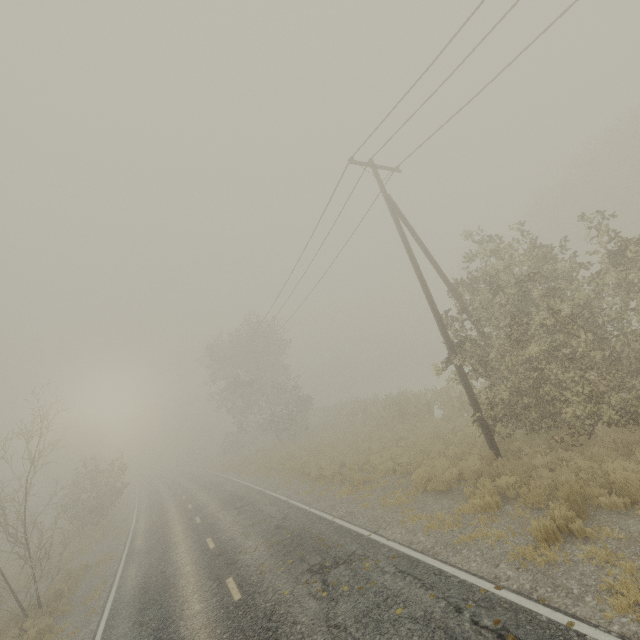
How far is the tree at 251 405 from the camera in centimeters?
2053cm

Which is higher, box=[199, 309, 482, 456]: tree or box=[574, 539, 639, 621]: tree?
box=[199, 309, 482, 456]: tree

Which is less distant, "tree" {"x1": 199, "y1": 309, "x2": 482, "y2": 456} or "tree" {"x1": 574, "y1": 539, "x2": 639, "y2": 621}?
"tree" {"x1": 574, "y1": 539, "x2": 639, "y2": 621}

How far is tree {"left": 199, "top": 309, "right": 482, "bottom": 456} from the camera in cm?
2053

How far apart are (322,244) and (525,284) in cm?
984

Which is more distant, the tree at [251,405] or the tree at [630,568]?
the tree at [251,405]
